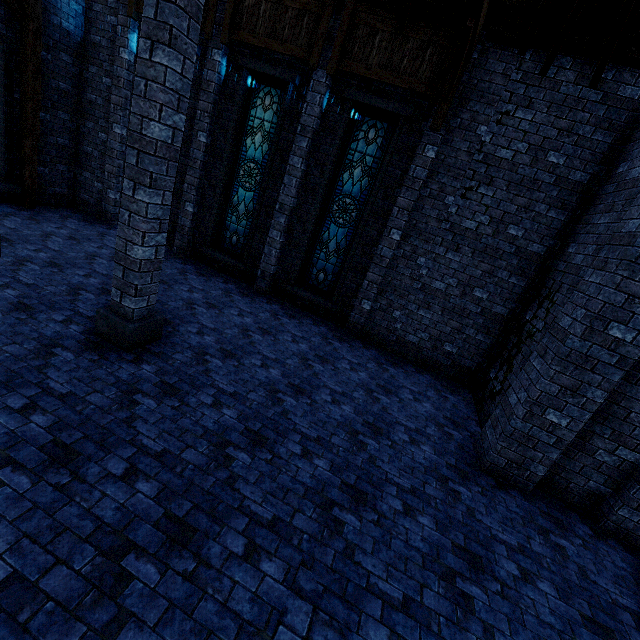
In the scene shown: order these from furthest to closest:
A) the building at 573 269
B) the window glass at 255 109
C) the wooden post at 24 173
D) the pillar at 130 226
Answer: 1. the window glass at 255 109
2. the wooden post at 24 173
3. the building at 573 269
4. the pillar at 130 226

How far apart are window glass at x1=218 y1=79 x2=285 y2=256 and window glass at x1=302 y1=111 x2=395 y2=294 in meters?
1.9 m

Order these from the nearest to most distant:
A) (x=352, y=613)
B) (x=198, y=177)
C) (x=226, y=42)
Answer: (x=352, y=613), (x=226, y=42), (x=198, y=177)

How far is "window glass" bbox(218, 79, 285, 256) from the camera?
8.59m

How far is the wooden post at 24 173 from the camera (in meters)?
7.58

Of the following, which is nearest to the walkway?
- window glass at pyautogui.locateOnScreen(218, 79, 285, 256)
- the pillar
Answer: window glass at pyautogui.locateOnScreen(218, 79, 285, 256)

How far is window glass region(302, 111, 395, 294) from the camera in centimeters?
800cm

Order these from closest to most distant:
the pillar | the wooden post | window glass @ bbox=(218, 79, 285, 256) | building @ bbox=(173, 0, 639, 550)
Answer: the pillar < building @ bbox=(173, 0, 639, 550) < the wooden post < window glass @ bbox=(218, 79, 285, 256)
